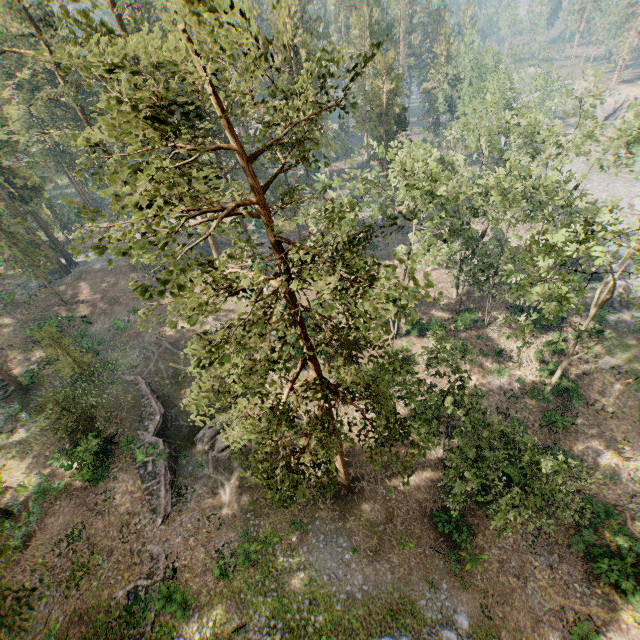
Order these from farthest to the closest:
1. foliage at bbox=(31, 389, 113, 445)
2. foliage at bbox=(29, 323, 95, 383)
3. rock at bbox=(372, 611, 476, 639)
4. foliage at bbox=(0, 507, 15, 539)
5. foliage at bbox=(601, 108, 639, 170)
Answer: foliage at bbox=(29, 323, 95, 383) < foliage at bbox=(601, 108, 639, 170) < foliage at bbox=(31, 389, 113, 445) < rock at bbox=(372, 611, 476, 639) < foliage at bbox=(0, 507, 15, 539)

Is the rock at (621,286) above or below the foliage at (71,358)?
below

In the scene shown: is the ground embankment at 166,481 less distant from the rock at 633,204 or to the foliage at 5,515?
the foliage at 5,515

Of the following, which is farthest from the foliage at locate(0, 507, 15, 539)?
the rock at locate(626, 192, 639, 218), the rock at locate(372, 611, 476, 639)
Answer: the rock at locate(626, 192, 639, 218)

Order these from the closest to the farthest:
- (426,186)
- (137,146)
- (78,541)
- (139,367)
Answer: (137,146) → (78,541) → (426,186) → (139,367)

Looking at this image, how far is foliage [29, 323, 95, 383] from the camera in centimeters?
2881cm

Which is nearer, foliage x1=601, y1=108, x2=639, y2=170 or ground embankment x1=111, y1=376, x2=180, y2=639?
ground embankment x1=111, y1=376, x2=180, y2=639
